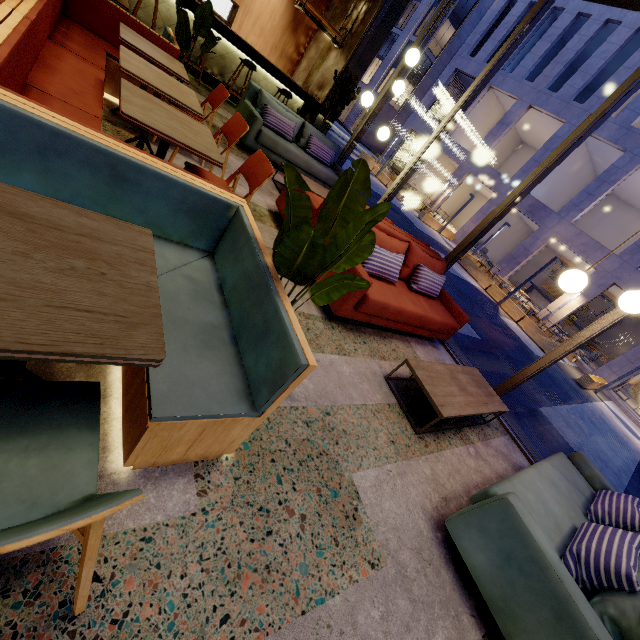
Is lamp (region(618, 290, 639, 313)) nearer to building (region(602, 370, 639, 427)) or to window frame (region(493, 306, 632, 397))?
window frame (region(493, 306, 632, 397))

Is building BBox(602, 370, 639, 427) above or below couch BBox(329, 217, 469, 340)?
below

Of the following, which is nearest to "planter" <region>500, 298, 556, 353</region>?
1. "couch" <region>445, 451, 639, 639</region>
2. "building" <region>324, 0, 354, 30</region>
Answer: "building" <region>324, 0, 354, 30</region>

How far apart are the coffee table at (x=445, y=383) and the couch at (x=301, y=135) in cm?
460

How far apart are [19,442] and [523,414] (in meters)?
7.35

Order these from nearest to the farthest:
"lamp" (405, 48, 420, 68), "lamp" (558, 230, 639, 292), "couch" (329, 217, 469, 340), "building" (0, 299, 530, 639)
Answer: "building" (0, 299, 530, 639) → "lamp" (558, 230, 639, 292) → "couch" (329, 217, 469, 340) → "lamp" (405, 48, 420, 68)

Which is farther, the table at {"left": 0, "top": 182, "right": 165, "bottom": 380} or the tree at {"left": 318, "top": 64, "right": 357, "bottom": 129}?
the tree at {"left": 318, "top": 64, "right": 357, "bottom": 129}

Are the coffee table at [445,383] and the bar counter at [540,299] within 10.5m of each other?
no
